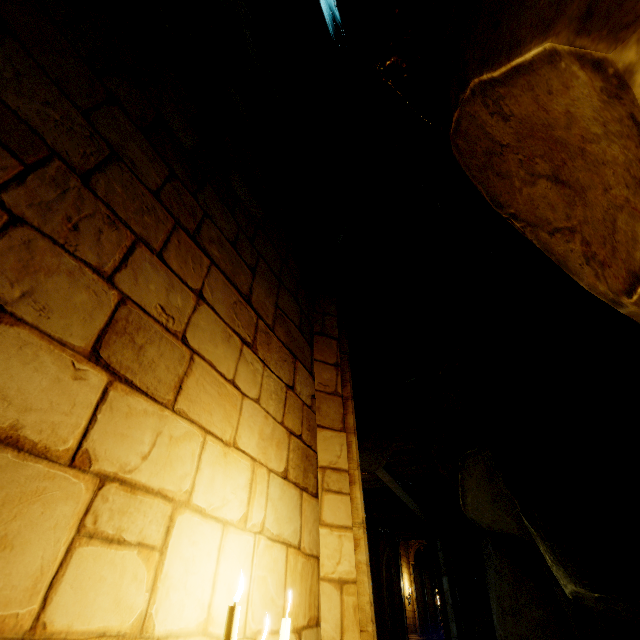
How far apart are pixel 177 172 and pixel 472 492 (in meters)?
6.71

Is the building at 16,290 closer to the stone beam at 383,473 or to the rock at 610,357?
the rock at 610,357

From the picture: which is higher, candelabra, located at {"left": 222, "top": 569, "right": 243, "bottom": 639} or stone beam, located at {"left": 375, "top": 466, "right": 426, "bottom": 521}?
stone beam, located at {"left": 375, "top": 466, "right": 426, "bottom": 521}

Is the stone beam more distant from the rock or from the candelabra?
the candelabra

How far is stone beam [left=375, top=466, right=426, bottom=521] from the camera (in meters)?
9.83

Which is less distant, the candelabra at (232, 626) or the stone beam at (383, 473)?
the candelabra at (232, 626)

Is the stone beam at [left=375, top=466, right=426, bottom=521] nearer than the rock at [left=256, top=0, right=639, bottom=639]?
No
